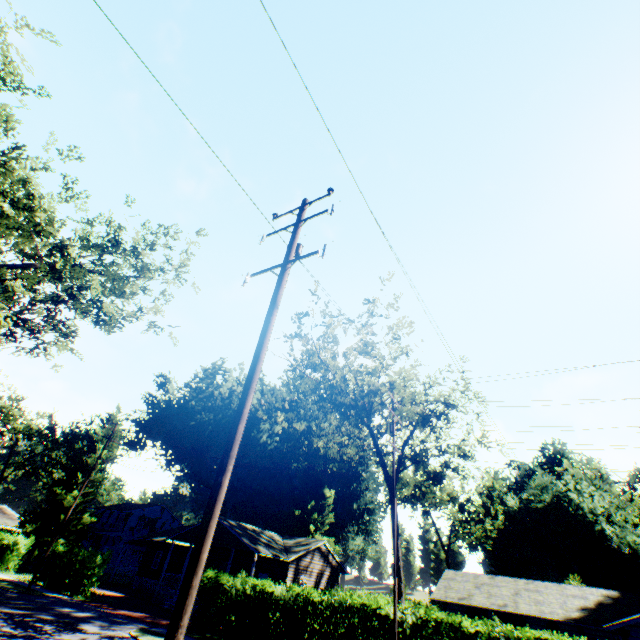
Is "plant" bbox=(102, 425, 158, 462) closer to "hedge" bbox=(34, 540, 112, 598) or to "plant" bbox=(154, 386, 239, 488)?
"plant" bbox=(154, 386, 239, 488)

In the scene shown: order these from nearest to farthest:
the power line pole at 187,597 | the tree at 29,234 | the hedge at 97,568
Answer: the power line pole at 187,597
the tree at 29,234
the hedge at 97,568

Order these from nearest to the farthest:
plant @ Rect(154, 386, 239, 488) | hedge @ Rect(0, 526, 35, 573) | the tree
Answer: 1. the tree
2. hedge @ Rect(0, 526, 35, 573)
3. plant @ Rect(154, 386, 239, 488)

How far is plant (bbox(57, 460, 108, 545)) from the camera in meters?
36.1

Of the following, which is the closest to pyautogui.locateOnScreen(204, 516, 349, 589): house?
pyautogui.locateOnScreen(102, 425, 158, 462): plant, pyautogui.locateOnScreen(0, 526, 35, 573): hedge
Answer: pyautogui.locateOnScreen(102, 425, 158, 462): plant

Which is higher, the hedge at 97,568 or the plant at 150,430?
the plant at 150,430

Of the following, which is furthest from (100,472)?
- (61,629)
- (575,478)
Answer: (575,478)
